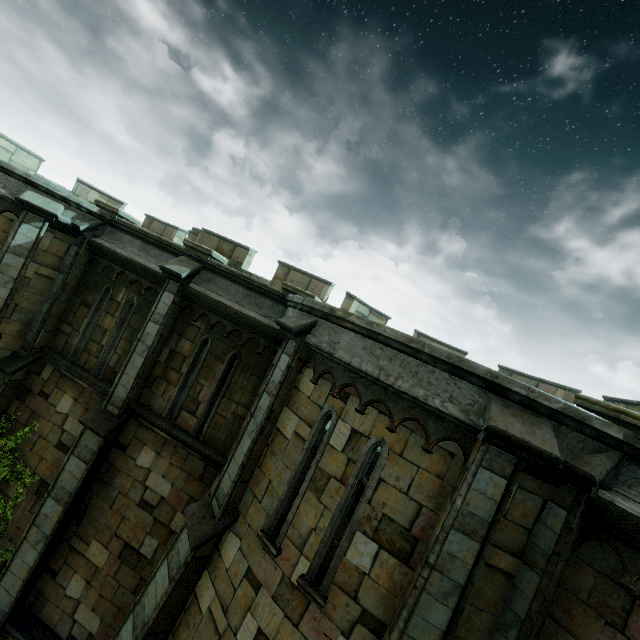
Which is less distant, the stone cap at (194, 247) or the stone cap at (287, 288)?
the stone cap at (287, 288)

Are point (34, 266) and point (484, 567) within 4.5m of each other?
no

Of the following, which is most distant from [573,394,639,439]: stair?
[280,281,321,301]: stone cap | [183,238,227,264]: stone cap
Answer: [183,238,227,264]: stone cap

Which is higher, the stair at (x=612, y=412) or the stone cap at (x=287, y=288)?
the stone cap at (x=287, y=288)

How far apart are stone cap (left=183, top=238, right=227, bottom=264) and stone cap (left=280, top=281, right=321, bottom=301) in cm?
218

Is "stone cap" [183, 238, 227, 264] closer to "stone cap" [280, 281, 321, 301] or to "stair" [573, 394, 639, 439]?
"stone cap" [280, 281, 321, 301]
